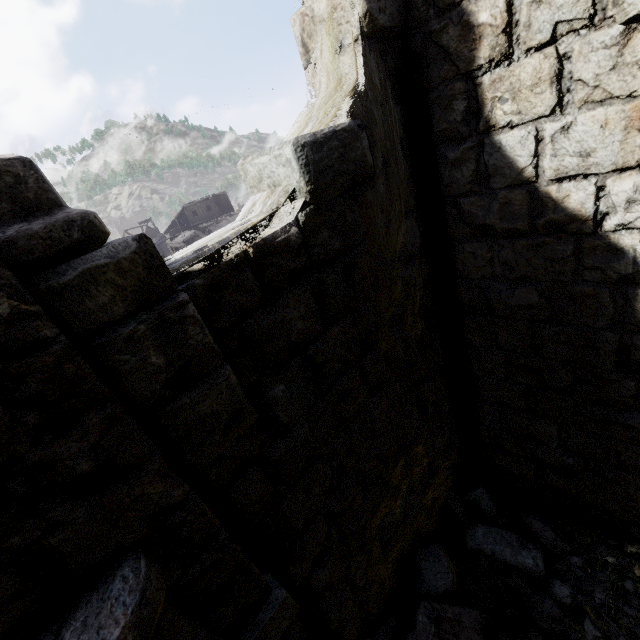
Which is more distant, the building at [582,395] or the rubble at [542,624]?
the rubble at [542,624]

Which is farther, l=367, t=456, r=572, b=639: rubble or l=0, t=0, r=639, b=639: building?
l=367, t=456, r=572, b=639: rubble

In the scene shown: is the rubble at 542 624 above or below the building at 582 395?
below

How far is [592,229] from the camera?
2.7m

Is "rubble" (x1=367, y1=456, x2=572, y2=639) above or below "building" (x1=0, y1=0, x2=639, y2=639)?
below
